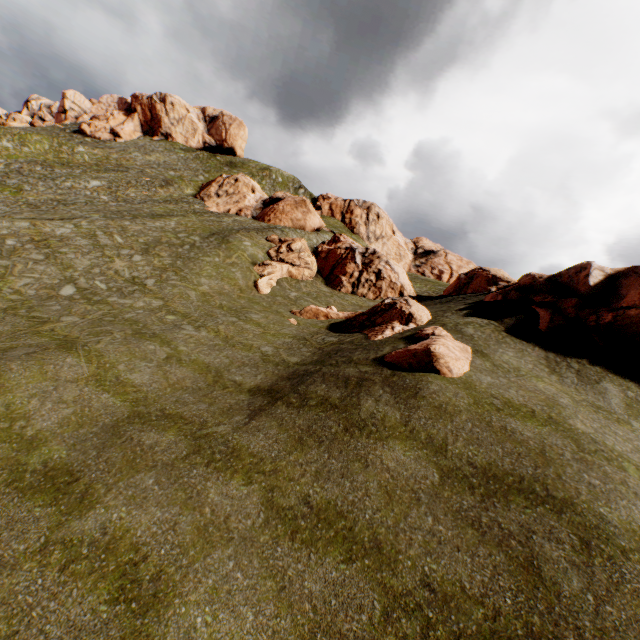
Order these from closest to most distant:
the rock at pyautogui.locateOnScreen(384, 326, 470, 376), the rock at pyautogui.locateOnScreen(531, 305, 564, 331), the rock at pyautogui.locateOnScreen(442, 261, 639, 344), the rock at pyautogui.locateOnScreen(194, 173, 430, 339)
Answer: the rock at pyautogui.locateOnScreen(384, 326, 470, 376)
the rock at pyautogui.locateOnScreen(442, 261, 639, 344)
the rock at pyautogui.locateOnScreen(531, 305, 564, 331)
the rock at pyautogui.locateOnScreen(194, 173, 430, 339)

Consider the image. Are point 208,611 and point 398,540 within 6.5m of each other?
yes

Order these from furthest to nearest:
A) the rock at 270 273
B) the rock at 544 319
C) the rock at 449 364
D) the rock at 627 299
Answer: the rock at 270 273 < the rock at 544 319 < the rock at 627 299 < the rock at 449 364

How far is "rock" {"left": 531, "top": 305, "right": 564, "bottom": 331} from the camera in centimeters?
1631cm

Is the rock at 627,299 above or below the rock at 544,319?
above

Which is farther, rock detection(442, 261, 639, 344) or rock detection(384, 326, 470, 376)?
rock detection(442, 261, 639, 344)
